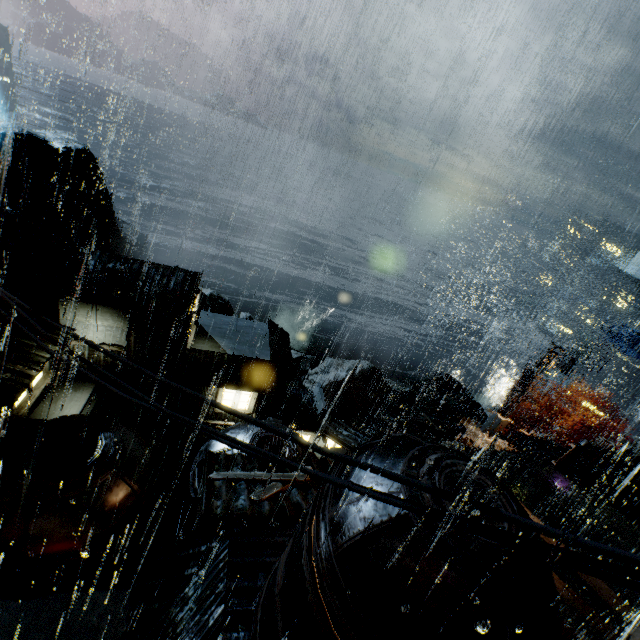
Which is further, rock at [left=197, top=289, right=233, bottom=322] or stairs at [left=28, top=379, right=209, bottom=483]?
rock at [left=197, top=289, right=233, bottom=322]

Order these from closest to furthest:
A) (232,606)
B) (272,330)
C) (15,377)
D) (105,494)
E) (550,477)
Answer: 1. (232,606)
2. (105,494)
3. (550,477)
4. (15,377)
5. (272,330)

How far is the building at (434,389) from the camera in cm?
2905

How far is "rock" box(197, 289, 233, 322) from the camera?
46.9 meters

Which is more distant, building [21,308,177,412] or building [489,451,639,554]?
building [21,308,177,412]

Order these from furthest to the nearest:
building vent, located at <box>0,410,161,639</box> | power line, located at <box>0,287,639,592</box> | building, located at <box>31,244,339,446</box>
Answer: building, located at <box>31,244,339,446</box>, building vent, located at <box>0,410,161,639</box>, power line, located at <box>0,287,639,592</box>

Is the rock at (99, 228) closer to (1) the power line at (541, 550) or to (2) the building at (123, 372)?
(2) the building at (123, 372)

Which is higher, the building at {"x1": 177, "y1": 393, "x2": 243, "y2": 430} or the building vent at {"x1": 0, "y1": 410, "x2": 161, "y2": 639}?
the building vent at {"x1": 0, "y1": 410, "x2": 161, "y2": 639}
